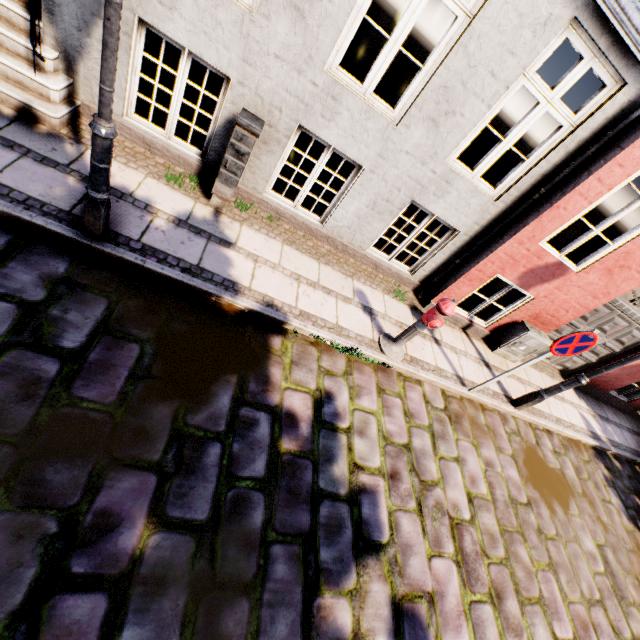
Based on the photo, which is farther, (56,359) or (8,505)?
(56,359)

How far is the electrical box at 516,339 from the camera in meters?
6.3 m

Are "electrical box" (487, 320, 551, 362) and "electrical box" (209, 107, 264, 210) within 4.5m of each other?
no

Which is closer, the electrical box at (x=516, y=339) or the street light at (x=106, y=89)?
the street light at (x=106, y=89)

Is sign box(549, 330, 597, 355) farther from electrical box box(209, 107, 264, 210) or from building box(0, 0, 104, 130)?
electrical box box(209, 107, 264, 210)

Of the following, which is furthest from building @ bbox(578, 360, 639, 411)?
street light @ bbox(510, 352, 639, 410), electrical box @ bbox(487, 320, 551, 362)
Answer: street light @ bbox(510, 352, 639, 410)

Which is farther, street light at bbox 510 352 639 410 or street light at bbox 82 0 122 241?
street light at bbox 510 352 639 410

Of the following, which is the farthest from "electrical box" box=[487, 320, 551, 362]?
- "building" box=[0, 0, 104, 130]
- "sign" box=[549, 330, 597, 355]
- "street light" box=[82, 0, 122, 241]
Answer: "street light" box=[82, 0, 122, 241]
